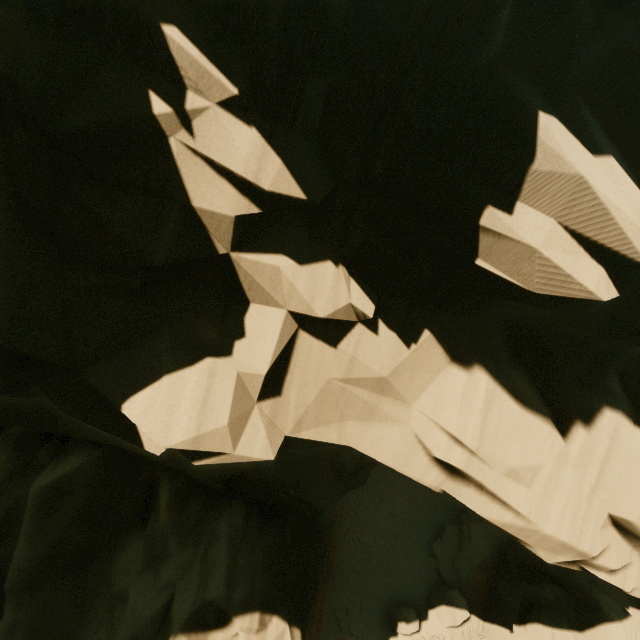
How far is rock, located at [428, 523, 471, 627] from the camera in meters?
16.2 m

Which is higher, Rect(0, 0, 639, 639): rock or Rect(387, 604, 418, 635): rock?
Rect(0, 0, 639, 639): rock

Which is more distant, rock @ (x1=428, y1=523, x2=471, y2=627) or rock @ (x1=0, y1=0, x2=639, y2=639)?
rock @ (x1=428, y1=523, x2=471, y2=627)

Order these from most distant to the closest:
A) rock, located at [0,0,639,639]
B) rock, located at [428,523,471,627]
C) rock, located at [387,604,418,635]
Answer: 1. rock, located at [428,523,471,627]
2. rock, located at [387,604,418,635]
3. rock, located at [0,0,639,639]

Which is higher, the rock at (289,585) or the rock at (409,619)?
the rock at (289,585)

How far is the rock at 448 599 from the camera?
16.23m

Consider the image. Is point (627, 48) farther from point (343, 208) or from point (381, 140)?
point (343, 208)
